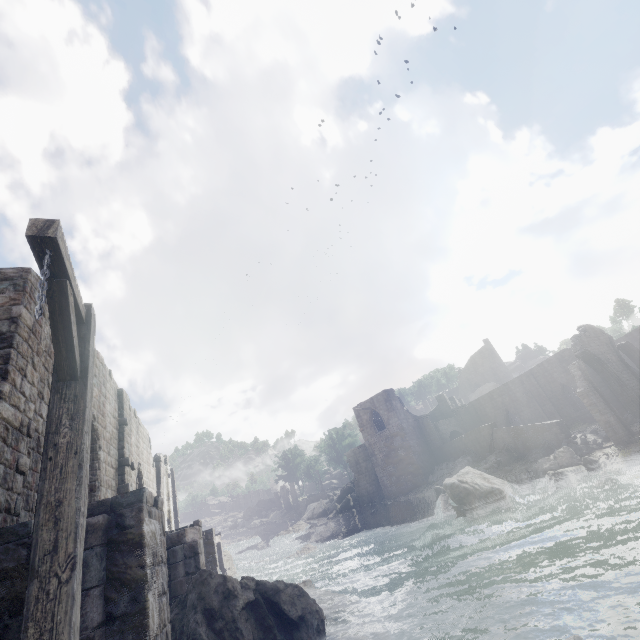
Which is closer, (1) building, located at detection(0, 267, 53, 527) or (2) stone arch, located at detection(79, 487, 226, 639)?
(2) stone arch, located at detection(79, 487, 226, 639)

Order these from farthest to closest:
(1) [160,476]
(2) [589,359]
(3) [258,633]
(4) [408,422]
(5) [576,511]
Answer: (4) [408,422], (2) [589,359], (1) [160,476], (5) [576,511], (3) [258,633]

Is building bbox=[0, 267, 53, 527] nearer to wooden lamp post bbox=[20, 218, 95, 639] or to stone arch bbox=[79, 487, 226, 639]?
stone arch bbox=[79, 487, 226, 639]

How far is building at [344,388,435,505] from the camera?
36.7 meters

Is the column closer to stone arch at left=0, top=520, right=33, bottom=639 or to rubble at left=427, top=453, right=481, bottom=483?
rubble at left=427, top=453, right=481, bottom=483

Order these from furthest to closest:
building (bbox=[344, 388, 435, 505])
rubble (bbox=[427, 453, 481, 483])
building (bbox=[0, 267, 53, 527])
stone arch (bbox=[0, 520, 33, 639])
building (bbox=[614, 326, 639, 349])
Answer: building (bbox=[344, 388, 435, 505]) → building (bbox=[614, 326, 639, 349]) → rubble (bbox=[427, 453, 481, 483]) → building (bbox=[0, 267, 53, 527]) → stone arch (bbox=[0, 520, 33, 639])

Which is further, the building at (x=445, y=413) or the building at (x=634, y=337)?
the building at (x=445, y=413)

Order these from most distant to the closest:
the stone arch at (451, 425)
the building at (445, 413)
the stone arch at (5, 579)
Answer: the building at (445, 413), the stone arch at (451, 425), the stone arch at (5, 579)
